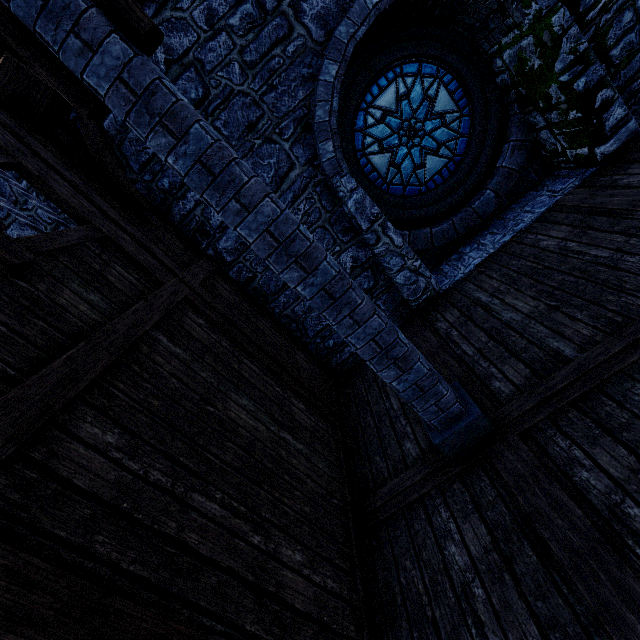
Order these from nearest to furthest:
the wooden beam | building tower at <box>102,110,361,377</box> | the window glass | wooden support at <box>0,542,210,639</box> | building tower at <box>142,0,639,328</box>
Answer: wooden support at <box>0,542,210,639</box>, the wooden beam, building tower at <box>142,0,639,328</box>, building tower at <box>102,110,361,377</box>, the window glass

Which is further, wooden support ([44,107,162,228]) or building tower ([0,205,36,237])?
building tower ([0,205,36,237])

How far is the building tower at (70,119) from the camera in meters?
4.3 m

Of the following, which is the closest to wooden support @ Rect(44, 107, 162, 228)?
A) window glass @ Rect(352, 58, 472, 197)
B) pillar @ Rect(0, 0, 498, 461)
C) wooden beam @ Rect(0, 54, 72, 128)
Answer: wooden beam @ Rect(0, 54, 72, 128)

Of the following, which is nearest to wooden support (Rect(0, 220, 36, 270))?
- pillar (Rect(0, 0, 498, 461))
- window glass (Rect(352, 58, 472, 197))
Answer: pillar (Rect(0, 0, 498, 461))

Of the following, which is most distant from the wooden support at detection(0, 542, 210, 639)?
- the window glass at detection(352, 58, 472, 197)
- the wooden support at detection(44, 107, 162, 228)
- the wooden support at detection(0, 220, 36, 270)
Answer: the window glass at detection(352, 58, 472, 197)

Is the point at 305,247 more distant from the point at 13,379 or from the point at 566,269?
the point at 566,269

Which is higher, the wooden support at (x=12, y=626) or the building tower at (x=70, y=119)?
the building tower at (x=70, y=119)
